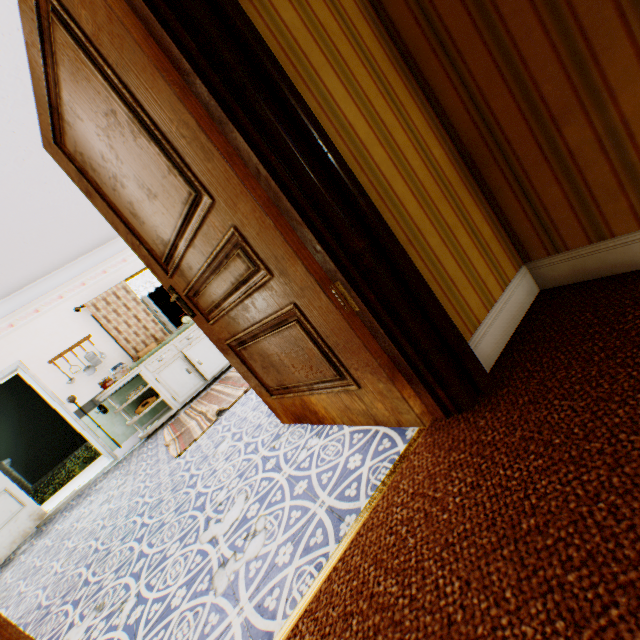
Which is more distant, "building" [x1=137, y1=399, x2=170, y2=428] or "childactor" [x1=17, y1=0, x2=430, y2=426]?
"building" [x1=137, y1=399, x2=170, y2=428]

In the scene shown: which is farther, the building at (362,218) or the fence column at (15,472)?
the fence column at (15,472)

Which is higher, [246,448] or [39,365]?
[39,365]

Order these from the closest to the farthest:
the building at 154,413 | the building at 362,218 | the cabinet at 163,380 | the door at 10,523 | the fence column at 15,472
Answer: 1. the building at 362,218
2. the door at 10,523
3. the cabinet at 163,380
4. the building at 154,413
5. the fence column at 15,472

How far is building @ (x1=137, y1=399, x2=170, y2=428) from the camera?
5.92m

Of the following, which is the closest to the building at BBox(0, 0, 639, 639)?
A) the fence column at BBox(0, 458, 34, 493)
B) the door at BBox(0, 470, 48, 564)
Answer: the door at BBox(0, 470, 48, 564)

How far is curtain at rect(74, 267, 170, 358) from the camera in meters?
5.8 m
